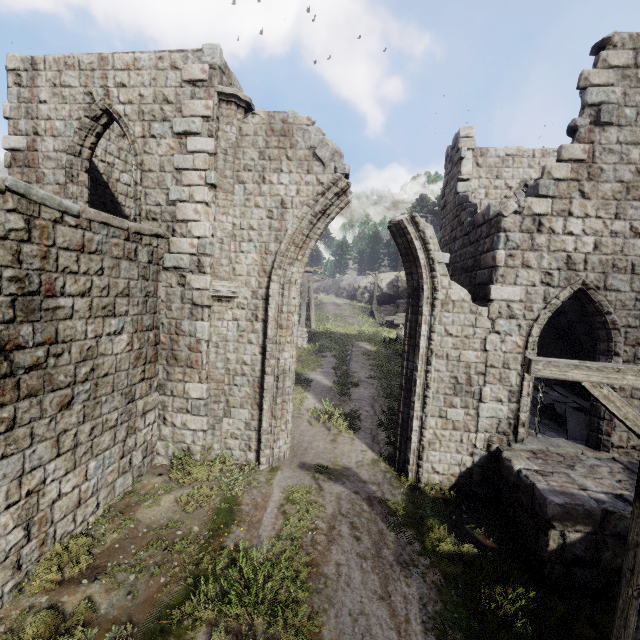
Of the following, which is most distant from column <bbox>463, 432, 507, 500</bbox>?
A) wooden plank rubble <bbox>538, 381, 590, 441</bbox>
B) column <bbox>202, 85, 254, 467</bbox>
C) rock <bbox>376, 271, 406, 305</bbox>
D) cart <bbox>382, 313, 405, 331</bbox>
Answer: rock <bbox>376, 271, 406, 305</bbox>

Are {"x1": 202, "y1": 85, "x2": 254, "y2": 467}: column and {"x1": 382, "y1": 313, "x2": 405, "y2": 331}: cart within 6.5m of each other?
no

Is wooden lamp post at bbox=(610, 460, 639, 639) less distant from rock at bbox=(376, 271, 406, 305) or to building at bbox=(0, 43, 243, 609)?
building at bbox=(0, 43, 243, 609)

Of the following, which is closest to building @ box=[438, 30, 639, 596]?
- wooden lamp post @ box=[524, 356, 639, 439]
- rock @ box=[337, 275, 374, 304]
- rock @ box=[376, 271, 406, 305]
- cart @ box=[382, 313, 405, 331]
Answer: wooden lamp post @ box=[524, 356, 639, 439]

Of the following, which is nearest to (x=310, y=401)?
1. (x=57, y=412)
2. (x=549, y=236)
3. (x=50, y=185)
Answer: (x=57, y=412)

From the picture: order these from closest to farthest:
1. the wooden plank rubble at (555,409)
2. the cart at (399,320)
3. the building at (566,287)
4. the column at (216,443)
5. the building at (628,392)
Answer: the building at (566,287) < the building at (628,392) < the column at (216,443) < the wooden plank rubble at (555,409) < the cart at (399,320)

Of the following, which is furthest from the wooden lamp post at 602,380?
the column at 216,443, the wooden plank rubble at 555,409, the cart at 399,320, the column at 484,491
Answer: the cart at 399,320

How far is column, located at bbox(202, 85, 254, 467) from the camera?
8.1m
